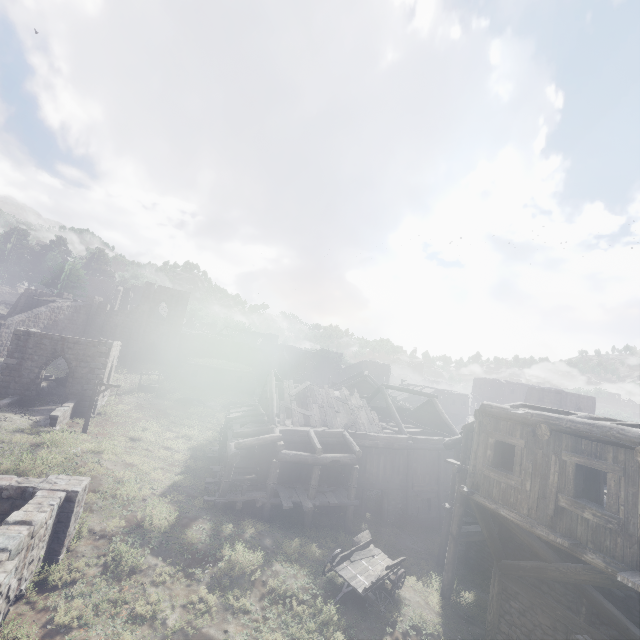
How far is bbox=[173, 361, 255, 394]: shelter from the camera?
38.6m

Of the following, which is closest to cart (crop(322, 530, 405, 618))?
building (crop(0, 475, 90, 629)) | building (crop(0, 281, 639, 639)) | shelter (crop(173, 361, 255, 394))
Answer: building (crop(0, 281, 639, 639))

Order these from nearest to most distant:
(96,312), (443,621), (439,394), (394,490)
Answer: (443,621), (394,490), (96,312), (439,394)

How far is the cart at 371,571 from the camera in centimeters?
1195cm

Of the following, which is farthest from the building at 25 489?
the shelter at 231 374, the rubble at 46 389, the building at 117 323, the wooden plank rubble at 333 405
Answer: the shelter at 231 374

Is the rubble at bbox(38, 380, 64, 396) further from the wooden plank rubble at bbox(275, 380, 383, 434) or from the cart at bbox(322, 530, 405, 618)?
the cart at bbox(322, 530, 405, 618)

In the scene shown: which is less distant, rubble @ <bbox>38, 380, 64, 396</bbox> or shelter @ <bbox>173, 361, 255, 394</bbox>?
rubble @ <bbox>38, 380, 64, 396</bbox>
